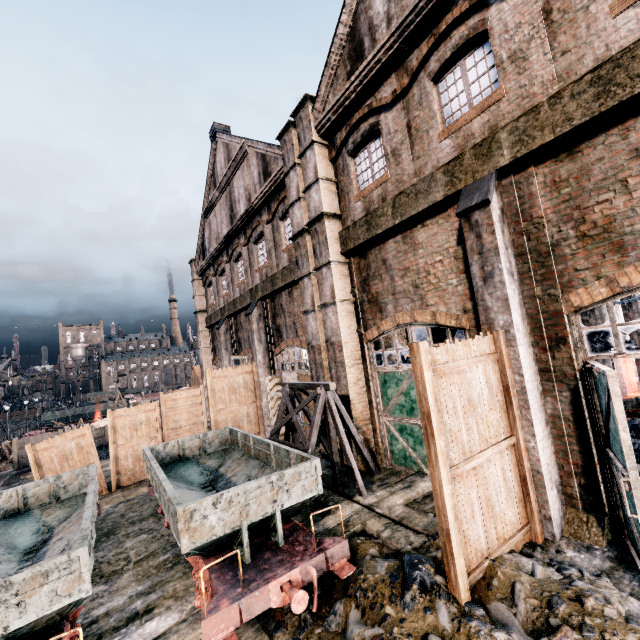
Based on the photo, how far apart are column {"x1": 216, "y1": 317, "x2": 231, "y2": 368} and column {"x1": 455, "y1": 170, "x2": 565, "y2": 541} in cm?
2034

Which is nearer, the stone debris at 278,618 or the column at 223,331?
the stone debris at 278,618

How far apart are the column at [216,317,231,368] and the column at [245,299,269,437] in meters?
5.7

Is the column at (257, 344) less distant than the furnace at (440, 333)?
No

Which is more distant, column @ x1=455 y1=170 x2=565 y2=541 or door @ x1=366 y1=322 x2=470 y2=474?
door @ x1=366 y1=322 x2=470 y2=474

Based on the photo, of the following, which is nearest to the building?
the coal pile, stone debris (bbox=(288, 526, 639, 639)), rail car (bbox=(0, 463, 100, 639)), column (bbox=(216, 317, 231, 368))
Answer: column (bbox=(216, 317, 231, 368))

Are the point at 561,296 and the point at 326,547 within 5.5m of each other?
no

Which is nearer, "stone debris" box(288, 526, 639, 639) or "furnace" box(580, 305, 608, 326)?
"stone debris" box(288, 526, 639, 639)
